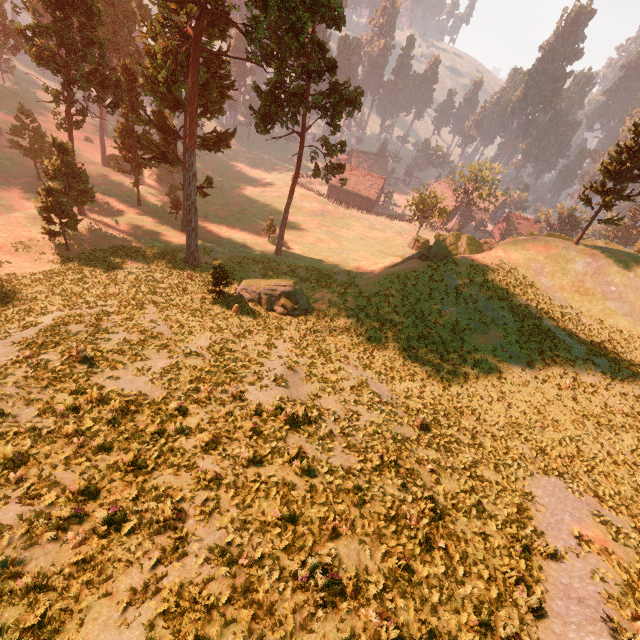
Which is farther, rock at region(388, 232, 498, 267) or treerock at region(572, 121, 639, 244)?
rock at region(388, 232, 498, 267)

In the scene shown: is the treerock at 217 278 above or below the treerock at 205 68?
below

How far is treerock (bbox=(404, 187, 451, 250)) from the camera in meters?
53.9 m

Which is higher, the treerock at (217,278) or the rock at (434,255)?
the rock at (434,255)

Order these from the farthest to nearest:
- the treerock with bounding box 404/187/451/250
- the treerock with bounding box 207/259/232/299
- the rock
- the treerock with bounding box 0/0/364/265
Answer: the treerock with bounding box 404/187/451/250
the rock
the treerock with bounding box 0/0/364/265
the treerock with bounding box 207/259/232/299

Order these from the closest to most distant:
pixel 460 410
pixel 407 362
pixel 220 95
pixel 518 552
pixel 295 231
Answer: pixel 518 552 < pixel 460 410 < pixel 407 362 < pixel 220 95 < pixel 295 231

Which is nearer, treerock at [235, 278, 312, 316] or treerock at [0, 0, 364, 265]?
treerock at [0, 0, 364, 265]
